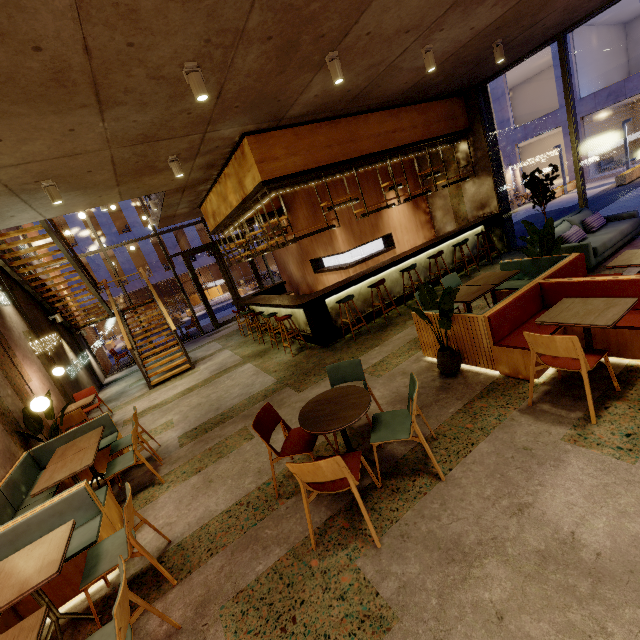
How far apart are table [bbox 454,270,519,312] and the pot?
0.79m

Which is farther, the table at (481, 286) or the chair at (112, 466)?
the table at (481, 286)

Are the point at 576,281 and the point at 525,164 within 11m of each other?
no

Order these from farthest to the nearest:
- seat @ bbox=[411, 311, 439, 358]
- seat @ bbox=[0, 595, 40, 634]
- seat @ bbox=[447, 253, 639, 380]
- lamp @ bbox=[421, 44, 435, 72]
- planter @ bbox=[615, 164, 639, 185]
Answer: planter @ bbox=[615, 164, 639, 185]
lamp @ bbox=[421, 44, 435, 72]
seat @ bbox=[411, 311, 439, 358]
seat @ bbox=[447, 253, 639, 380]
seat @ bbox=[0, 595, 40, 634]

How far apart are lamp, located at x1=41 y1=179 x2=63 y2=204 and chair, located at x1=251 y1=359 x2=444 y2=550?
4.9 meters

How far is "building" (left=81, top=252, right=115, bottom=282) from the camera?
26.05m

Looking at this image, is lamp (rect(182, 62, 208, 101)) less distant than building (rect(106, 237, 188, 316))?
Yes

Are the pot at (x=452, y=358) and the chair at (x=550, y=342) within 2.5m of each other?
yes
